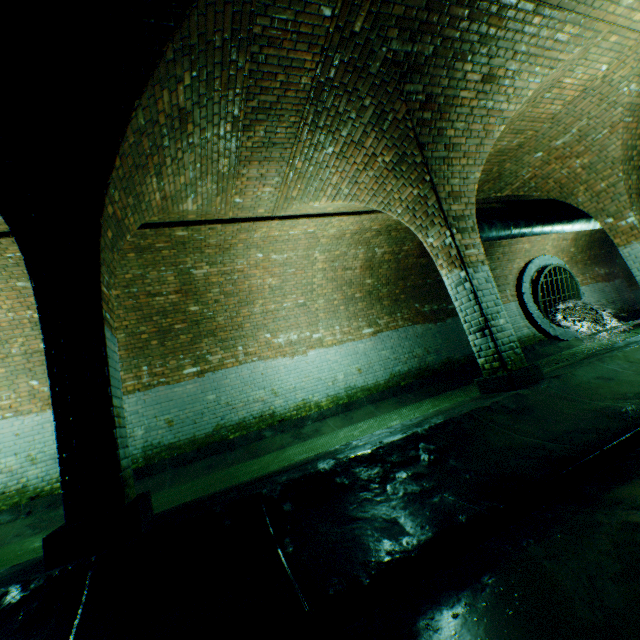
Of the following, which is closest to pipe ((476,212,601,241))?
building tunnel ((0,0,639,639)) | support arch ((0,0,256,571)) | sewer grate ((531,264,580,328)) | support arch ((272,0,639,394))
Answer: building tunnel ((0,0,639,639))

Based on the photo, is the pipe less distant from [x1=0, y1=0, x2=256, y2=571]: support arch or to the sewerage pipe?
the sewerage pipe

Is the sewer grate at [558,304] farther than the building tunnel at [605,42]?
Yes

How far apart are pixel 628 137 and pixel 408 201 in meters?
5.0

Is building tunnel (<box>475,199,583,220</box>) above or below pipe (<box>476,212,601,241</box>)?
above

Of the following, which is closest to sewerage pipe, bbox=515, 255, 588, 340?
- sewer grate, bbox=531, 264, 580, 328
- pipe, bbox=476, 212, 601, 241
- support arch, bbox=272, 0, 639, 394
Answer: sewer grate, bbox=531, 264, 580, 328

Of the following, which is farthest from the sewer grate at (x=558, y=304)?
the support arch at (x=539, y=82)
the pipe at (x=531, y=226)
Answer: the support arch at (x=539, y=82)

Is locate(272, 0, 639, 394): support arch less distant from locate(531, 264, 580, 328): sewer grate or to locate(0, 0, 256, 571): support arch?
locate(0, 0, 256, 571): support arch
